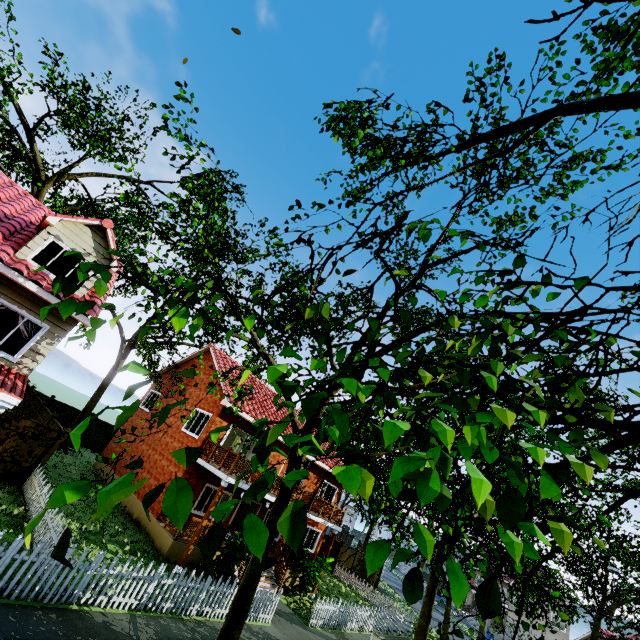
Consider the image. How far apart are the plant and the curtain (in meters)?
10.74

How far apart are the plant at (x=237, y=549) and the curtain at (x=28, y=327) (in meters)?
10.74

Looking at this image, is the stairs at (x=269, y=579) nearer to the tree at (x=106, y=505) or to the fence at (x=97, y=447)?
the fence at (x=97, y=447)

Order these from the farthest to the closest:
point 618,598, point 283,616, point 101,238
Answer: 1. point 618,598
2. point 283,616
3. point 101,238

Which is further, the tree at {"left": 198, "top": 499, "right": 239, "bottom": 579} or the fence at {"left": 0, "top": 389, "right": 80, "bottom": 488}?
the fence at {"left": 0, "top": 389, "right": 80, "bottom": 488}

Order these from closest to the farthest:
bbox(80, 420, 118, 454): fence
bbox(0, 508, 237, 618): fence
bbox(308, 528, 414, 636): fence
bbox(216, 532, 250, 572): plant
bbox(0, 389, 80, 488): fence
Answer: bbox(0, 508, 237, 618): fence → bbox(0, 389, 80, 488): fence → bbox(216, 532, 250, 572): plant → bbox(308, 528, 414, 636): fence → bbox(80, 420, 118, 454): fence
